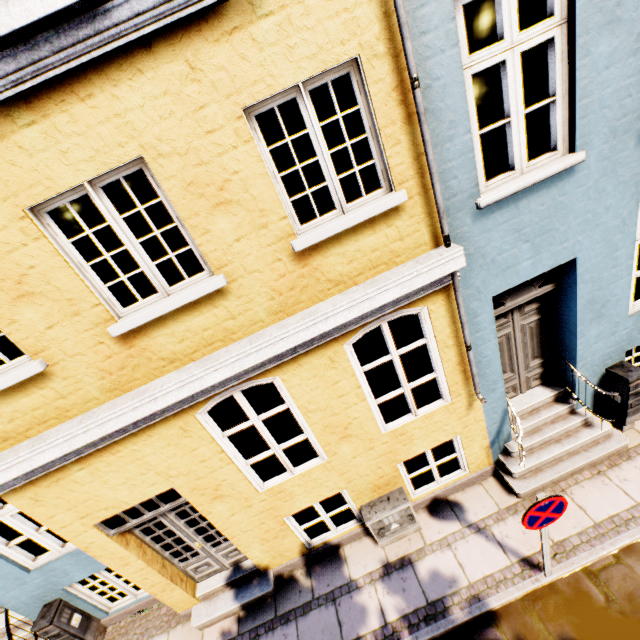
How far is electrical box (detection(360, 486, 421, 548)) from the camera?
5.0 meters

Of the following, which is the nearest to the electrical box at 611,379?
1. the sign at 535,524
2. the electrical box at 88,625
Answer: the sign at 535,524

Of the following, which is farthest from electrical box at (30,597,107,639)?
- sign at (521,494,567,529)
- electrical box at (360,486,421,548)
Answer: sign at (521,494,567,529)

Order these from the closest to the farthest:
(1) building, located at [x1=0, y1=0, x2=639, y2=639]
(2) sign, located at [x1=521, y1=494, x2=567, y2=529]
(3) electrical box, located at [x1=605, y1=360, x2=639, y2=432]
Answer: (1) building, located at [x1=0, y1=0, x2=639, y2=639] → (2) sign, located at [x1=521, y1=494, x2=567, y2=529] → (3) electrical box, located at [x1=605, y1=360, x2=639, y2=432]

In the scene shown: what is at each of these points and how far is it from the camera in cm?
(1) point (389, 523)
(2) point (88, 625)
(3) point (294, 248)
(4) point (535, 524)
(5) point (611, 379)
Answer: (1) electrical box, 510
(2) electrical box, 570
(3) building, 318
(4) sign, 357
(5) electrical box, 510

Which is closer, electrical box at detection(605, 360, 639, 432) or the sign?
the sign

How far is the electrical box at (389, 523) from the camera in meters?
5.0 m

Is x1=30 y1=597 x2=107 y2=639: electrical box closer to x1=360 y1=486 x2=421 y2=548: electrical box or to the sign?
x1=360 y1=486 x2=421 y2=548: electrical box
